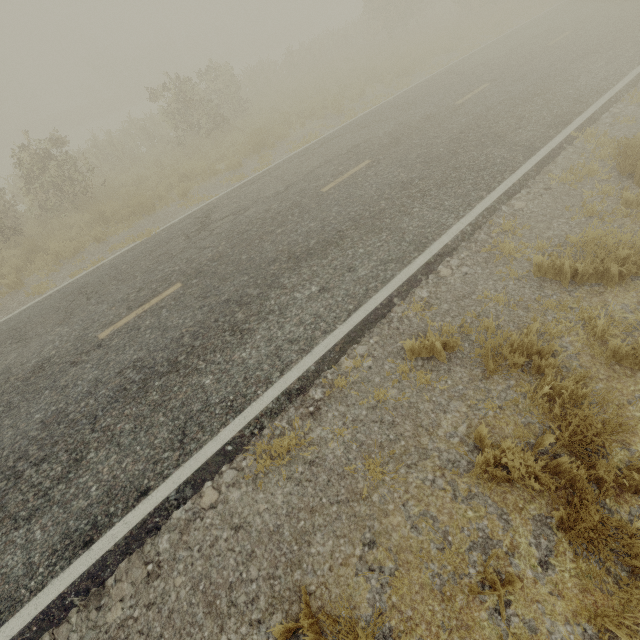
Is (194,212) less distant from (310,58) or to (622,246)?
(622,246)
